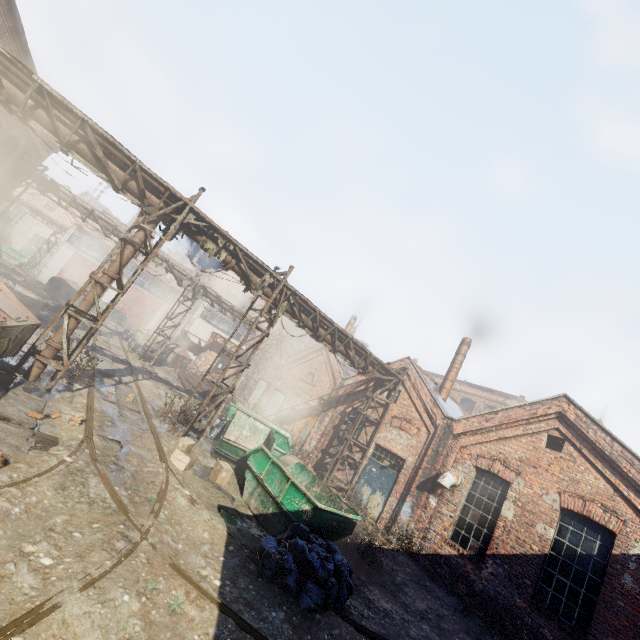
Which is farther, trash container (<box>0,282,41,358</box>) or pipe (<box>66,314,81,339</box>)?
pipe (<box>66,314,81,339</box>)

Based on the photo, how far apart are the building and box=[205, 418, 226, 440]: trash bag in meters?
10.7

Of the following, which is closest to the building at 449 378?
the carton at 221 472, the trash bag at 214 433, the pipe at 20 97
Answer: the pipe at 20 97

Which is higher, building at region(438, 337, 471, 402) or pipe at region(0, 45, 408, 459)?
building at region(438, 337, 471, 402)

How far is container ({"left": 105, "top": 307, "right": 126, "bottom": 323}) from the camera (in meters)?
32.31

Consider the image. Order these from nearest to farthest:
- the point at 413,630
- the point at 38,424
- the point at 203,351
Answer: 1. the point at 38,424
2. the point at 413,630
3. the point at 203,351

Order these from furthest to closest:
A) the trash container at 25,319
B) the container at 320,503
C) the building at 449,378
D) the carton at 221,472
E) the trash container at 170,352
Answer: the trash container at 170,352
the building at 449,378
the carton at 221,472
the container at 320,503
the trash container at 25,319

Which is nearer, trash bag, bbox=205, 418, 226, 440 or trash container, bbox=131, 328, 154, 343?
trash bag, bbox=205, 418, 226, 440
